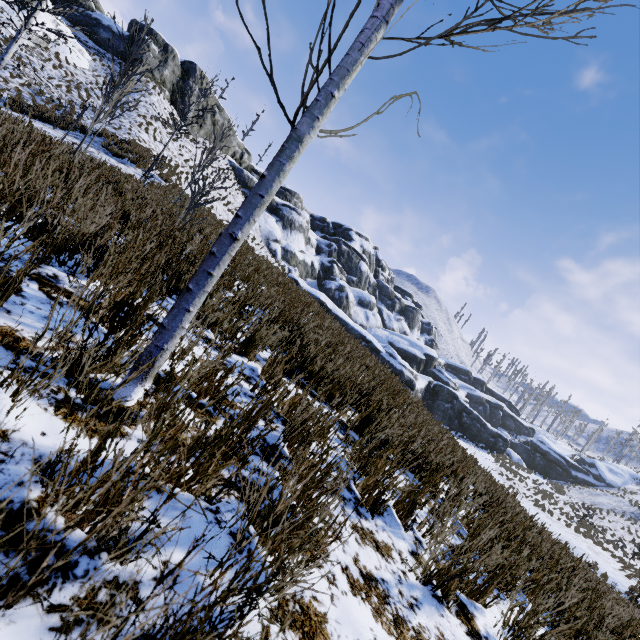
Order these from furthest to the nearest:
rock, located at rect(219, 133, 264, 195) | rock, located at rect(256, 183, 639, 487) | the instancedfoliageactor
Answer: rock, located at rect(219, 133, 264, 195) < rock, located at rect(256, 183, 639, 487) < the instancedfoliageactor

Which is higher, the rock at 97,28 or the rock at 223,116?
the rock at 223,116

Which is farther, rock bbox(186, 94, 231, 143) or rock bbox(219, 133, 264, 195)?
rock bbox(219, 133, 264, 195)

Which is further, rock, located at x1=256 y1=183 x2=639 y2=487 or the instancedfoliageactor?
rock, located at x1=256 y1=183 x2=639 y2=487

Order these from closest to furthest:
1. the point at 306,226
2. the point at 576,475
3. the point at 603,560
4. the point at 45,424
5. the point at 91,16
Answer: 1. the point at 45,424
2. the point at 603,560
3. the point at 91,16
4. the point at 306,226
5. the point at 576,475

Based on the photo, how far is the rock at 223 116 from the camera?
33.92m
